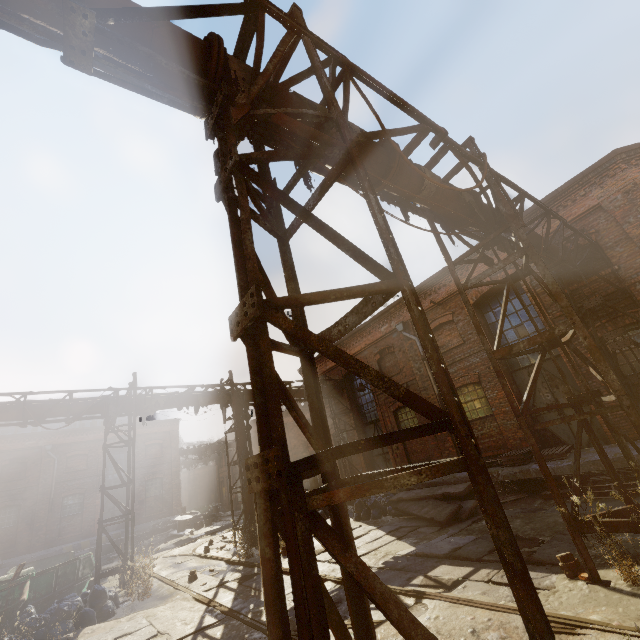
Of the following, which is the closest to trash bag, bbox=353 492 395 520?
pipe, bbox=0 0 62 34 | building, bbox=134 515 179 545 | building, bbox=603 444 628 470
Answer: building, bbox=603 444 628 470

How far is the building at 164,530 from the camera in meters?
22.9

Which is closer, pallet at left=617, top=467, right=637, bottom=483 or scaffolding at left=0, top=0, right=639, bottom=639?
scaffolding at left=0, top=0, right=639, bottom=639

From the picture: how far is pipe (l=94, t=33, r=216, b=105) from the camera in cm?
282

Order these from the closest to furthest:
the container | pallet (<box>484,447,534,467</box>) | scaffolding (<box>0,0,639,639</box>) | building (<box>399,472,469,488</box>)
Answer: scaffolding (<box>0,0,639,639</box>) → the container → pallet (<box>484,447,534,467</box>) → building (<box>399,472,469,488</box>)

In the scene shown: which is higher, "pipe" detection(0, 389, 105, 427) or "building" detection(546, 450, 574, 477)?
"pipe" detection(0, 389, 105, 427)

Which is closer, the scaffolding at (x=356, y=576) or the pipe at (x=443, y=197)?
the scaffolding at (x=356, y=576)

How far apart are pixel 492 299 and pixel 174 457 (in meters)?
27.24
